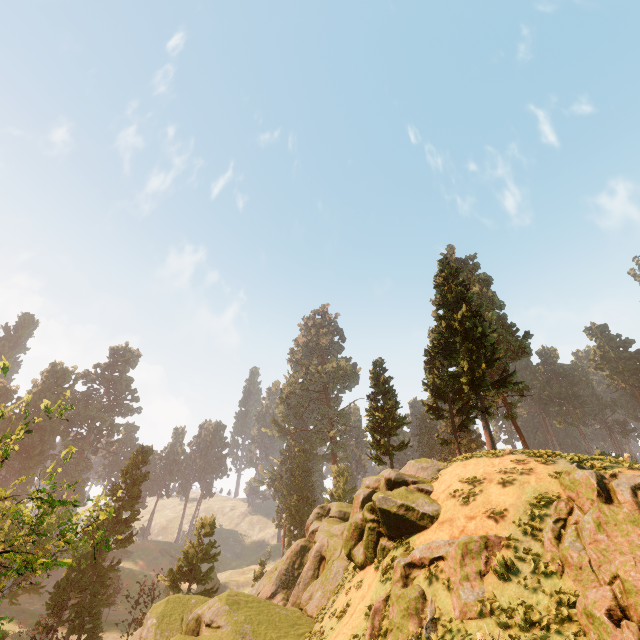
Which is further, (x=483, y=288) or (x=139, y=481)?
(x=483, y=288)

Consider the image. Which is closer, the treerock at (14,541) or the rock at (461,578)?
the treerock at (14,541)

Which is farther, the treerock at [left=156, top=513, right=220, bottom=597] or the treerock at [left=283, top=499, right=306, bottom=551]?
the treerock at [left=283, top=499, right=306, bottom=551]

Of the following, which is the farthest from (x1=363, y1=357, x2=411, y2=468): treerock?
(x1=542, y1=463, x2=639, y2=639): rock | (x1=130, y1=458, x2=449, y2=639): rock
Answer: (x1=542, y1=463, x2=639, y2=639): rock

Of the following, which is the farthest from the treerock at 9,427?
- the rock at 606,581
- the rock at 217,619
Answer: the rock at 606,581

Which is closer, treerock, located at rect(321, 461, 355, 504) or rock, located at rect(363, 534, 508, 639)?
rock, located at rect(363, 534, 508, 639)
